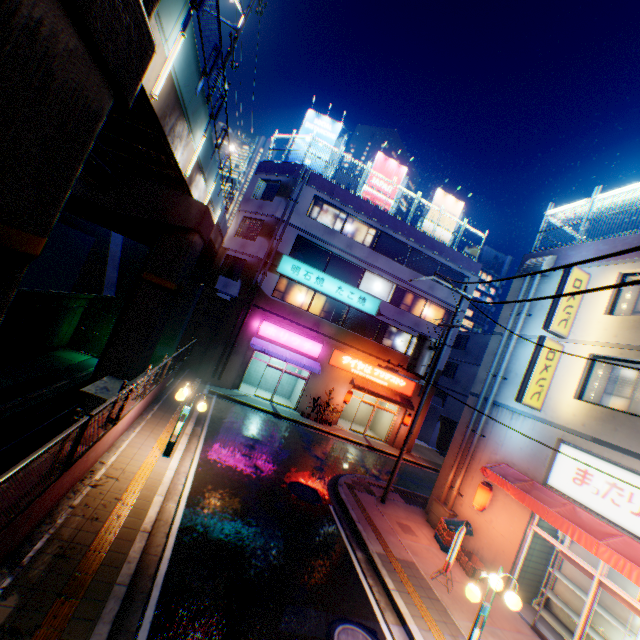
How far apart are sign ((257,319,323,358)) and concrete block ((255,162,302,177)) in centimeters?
Answer: 949cm

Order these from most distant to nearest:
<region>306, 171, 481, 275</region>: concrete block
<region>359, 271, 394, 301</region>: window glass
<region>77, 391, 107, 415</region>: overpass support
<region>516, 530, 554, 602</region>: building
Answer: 1. <region>359, 271, 394, 301</region>: window glass
2. <region>306, 171, 481, 275</region>: concrete block
3. <region>77, 391, 107, 415</region>: overpass support
4. <region>516, 530, 554, 602</region>: building

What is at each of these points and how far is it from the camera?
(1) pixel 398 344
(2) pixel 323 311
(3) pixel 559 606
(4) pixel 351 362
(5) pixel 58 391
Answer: (1) window glass, 24.6m
(2) window glass, 23.1m
(3) metal shelf, 10.2m
(4) sign, 23.2m
(5) railway, 24.5m

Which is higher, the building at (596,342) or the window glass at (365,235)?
the window glass at (365,235)

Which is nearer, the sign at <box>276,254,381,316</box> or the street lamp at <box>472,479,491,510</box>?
the street lamp at <box>472,479,491,510</box>

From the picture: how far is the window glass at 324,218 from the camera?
22.66m

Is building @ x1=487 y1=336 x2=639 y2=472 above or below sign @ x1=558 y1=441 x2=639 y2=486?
above

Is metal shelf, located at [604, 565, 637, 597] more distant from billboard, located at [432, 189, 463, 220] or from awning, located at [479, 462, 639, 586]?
billboard, located at [432, 189, 463, 220]
